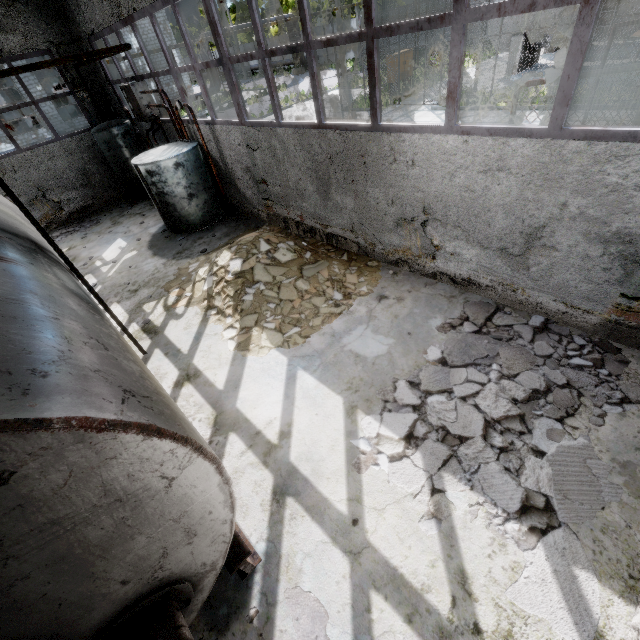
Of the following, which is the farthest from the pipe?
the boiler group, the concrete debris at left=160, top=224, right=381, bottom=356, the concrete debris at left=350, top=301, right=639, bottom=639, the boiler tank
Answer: the concrete debris at left=160, top=224, right=381, bottom=356

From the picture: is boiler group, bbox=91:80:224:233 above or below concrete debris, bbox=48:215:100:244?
above

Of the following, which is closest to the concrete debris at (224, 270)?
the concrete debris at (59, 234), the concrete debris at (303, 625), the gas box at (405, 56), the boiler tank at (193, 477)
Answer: the boiler tank at (193, 477)

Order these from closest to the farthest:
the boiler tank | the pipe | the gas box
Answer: the boiler tank < the pipe < the gas box

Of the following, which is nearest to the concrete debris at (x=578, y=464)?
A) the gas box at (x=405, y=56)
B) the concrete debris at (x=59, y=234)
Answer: the concrete debris at (x=59, y=234)

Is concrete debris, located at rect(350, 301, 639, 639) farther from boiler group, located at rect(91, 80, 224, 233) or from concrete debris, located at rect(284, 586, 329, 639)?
boiler group, located at rect(91, 80, 224, 233)

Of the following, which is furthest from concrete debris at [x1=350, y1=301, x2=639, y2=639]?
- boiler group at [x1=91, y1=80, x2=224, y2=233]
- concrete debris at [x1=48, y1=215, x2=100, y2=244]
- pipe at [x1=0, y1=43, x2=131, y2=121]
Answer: pipe at [x1=0, y1=43, x2=131, y2=121]

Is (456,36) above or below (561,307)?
above
